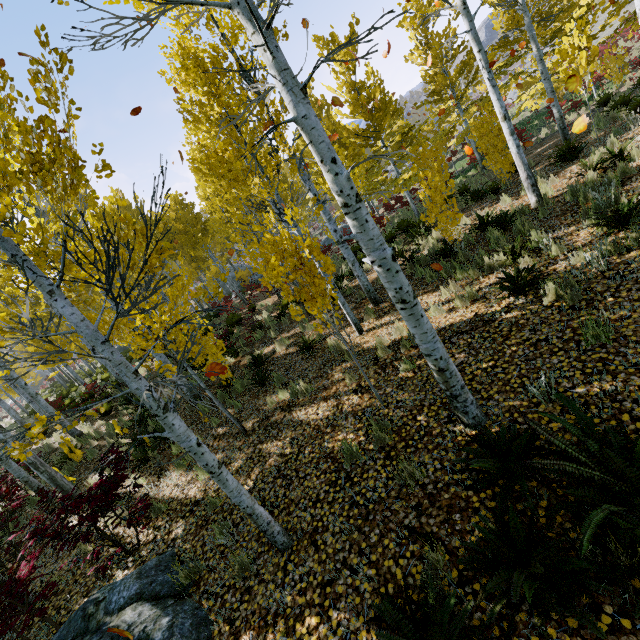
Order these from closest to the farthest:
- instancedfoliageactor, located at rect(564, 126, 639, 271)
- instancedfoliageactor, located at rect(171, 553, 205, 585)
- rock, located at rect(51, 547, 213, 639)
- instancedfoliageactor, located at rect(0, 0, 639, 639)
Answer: instancedfoliageactor, located at rect(0, 0, 639, 639), rock, located at rect(51, 547, 213, 639), instancedfoliageactor, located at rect(171, 553, 205, 585), instancedfoliageactor, located at rect(564, 126, 639, 271)

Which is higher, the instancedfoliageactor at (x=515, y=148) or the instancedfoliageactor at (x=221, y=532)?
the instancedfoliageactor at (x=515, y=148)

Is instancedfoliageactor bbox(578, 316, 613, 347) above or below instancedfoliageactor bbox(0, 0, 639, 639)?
below

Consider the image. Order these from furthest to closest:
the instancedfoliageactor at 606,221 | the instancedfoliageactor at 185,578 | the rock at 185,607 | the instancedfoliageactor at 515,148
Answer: the instancedfoliageactor at 606,221 → the instancedfoliageactor at 185,578 → the rock at 185,607 → the instancedfoliageactor at 515,148

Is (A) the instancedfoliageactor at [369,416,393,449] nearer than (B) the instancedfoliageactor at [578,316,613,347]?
No

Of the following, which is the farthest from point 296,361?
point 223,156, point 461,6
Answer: point 461,6

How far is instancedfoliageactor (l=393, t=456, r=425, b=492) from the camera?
3.6 meters
